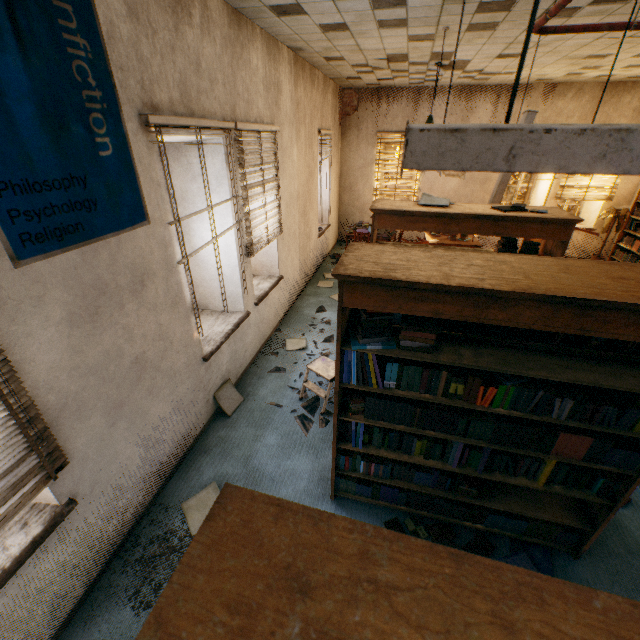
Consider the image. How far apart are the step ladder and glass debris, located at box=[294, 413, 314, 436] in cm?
11

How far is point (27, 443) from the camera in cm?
174

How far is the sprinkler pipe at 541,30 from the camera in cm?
257

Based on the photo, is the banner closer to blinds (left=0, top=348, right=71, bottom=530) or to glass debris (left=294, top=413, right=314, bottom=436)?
blinds (left=0, top=348, right=71, bottom=530)

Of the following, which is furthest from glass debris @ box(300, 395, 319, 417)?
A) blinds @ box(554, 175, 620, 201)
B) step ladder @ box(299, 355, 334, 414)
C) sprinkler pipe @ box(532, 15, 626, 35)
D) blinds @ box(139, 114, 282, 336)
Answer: blinds @ box(554, 175, 620, 201)

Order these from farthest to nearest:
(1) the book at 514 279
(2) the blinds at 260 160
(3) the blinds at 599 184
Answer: (3) the blinds at 599 184 < (2) the blinds at 260 160 < (1) the book at 514 279

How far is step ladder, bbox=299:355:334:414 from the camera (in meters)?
3.77

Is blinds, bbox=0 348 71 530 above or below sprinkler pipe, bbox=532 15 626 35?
below
